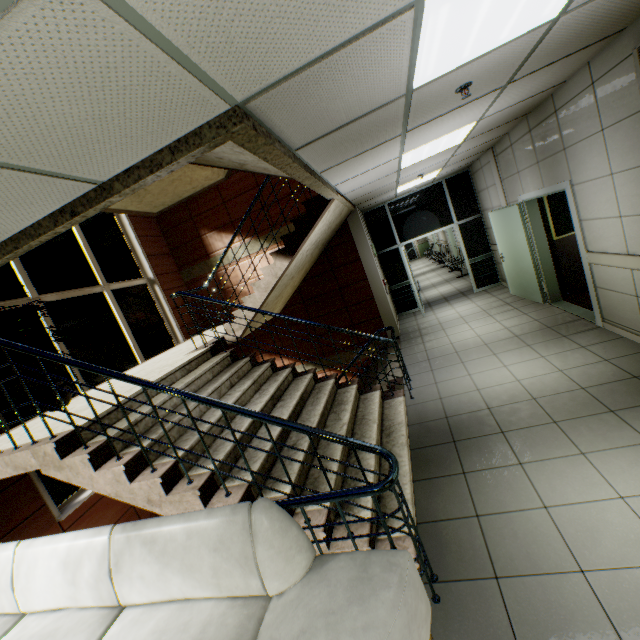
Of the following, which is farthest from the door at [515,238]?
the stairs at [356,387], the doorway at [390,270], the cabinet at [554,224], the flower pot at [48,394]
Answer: the flower pot at [48,394]

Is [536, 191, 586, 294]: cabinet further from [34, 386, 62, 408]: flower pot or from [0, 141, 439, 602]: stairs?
[34, 386, 62, 408]: flower pot

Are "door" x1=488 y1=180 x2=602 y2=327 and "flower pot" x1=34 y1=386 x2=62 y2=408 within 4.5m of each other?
no

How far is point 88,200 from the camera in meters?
2.1 m

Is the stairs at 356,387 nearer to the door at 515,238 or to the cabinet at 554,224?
the door at 515,238

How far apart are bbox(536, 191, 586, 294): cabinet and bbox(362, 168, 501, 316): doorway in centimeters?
256cm

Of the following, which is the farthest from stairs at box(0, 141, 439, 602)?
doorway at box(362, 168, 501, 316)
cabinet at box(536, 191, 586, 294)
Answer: cabinet at box(536, 191, 586, 294)

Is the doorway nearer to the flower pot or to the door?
the door
